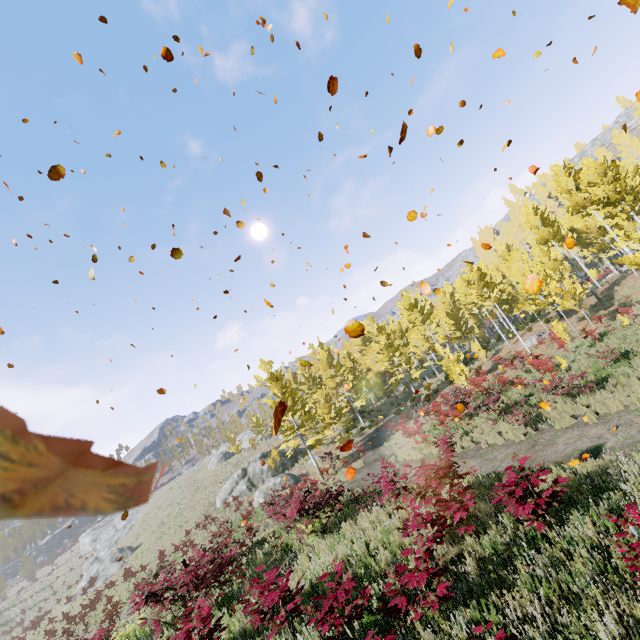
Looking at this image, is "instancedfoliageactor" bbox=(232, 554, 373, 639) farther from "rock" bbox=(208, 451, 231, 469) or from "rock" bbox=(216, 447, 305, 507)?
"rock" bbox=(208, 451, 231, 469)

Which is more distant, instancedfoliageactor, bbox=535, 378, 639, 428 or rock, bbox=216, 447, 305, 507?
rock, bbox=216, 447, 305, 507

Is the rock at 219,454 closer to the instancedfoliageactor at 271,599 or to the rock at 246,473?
the instancedfoliageactor at 271,599

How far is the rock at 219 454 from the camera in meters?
50.1 m

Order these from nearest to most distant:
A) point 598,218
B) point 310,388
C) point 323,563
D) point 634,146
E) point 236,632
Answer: point 236,632, point 323,563, point 598,218, point 310,388, point 634,146

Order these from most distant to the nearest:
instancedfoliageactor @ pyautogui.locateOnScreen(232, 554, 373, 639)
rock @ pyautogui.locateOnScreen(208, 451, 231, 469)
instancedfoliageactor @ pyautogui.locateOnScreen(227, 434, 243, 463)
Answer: rock @ pyautogui.locateOnScreen(208, 451, 231, 469) → instancedfoliageactor @ pyautogui.locateOnScreen(227, 434, 243, 463) → instancedfoliageactor @ pyautogui.locateOnScreen(232, 554, 373, 639)

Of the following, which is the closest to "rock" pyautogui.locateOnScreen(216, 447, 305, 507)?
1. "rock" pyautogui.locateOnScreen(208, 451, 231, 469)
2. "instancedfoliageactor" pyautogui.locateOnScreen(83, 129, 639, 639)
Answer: "instancedfoliageactor" pyautogui.locateOnScreen(83, 129, 639, 639)
